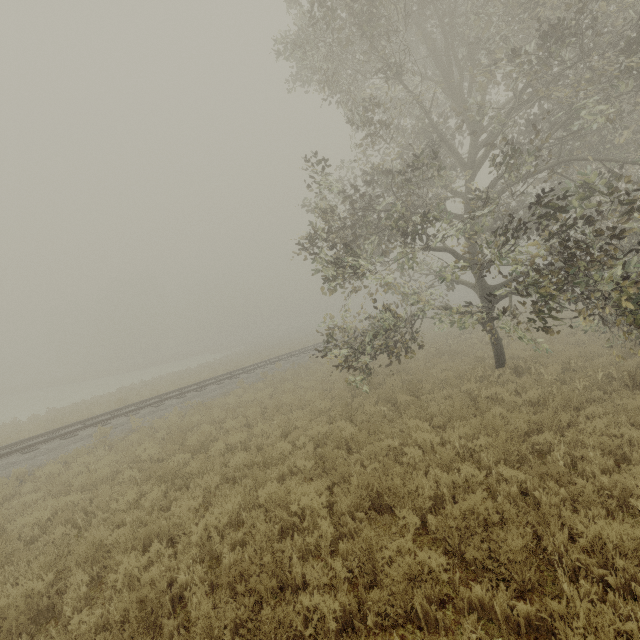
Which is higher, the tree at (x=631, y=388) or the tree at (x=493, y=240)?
the tree at (x=493, y=240)

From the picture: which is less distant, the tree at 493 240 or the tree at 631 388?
the tree at 493 240

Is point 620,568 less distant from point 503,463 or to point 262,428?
point 503,463

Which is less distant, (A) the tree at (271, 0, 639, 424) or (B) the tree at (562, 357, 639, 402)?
(A) the tree at (271, 0, 639, 424)

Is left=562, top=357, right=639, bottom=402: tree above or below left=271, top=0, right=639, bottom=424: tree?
below
